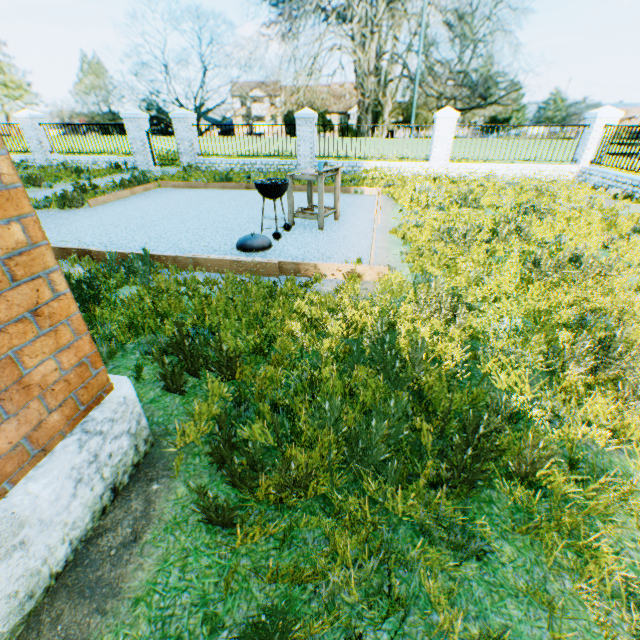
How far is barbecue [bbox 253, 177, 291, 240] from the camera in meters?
5.5

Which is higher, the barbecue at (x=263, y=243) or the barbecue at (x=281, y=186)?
the barbecue at (x=281, y=186)

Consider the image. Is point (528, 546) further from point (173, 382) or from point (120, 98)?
point (120, 98)

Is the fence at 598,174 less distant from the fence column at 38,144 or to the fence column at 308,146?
the fence column at 308,146

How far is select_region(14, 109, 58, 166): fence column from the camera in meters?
15.2 m

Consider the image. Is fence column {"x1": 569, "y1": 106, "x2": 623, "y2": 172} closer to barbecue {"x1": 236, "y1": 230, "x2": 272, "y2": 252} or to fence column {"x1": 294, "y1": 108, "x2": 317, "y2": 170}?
fence column {"x1": 294, "y1": 108, "x2": 317, "y2": 170}

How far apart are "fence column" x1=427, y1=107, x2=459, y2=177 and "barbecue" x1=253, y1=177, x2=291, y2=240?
9.8m

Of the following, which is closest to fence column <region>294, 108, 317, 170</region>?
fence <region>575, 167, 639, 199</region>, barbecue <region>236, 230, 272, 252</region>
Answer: fence <region>575, 167, 639, 199</region>
